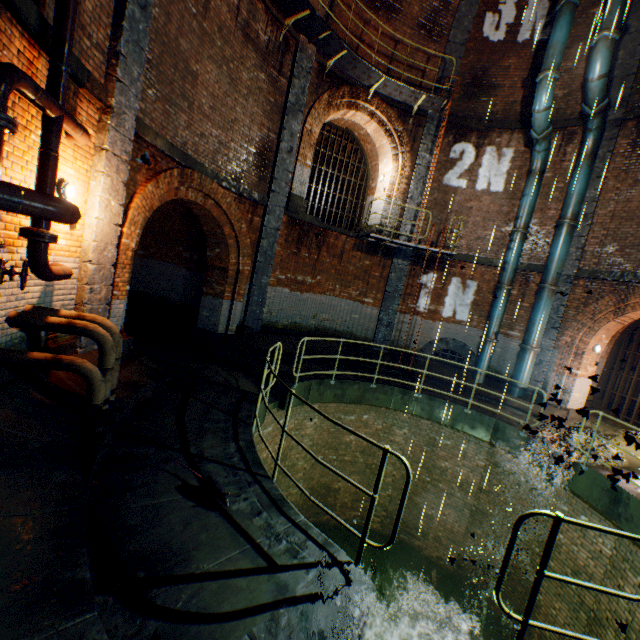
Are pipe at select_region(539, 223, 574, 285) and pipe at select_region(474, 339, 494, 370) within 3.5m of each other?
yes

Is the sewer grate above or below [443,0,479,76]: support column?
below

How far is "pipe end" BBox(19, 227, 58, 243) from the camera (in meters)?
3.84

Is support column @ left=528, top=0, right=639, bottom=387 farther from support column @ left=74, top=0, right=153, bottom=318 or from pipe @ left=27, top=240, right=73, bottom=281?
pipe @ left=27, top=240, right=73, bottom=281

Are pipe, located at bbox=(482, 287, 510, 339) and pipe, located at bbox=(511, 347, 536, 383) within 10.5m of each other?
yes

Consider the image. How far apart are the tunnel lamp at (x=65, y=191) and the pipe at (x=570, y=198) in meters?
12.7 m

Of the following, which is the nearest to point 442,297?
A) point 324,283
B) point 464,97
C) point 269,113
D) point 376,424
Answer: point 324,283

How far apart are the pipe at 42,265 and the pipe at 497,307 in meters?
12.1
